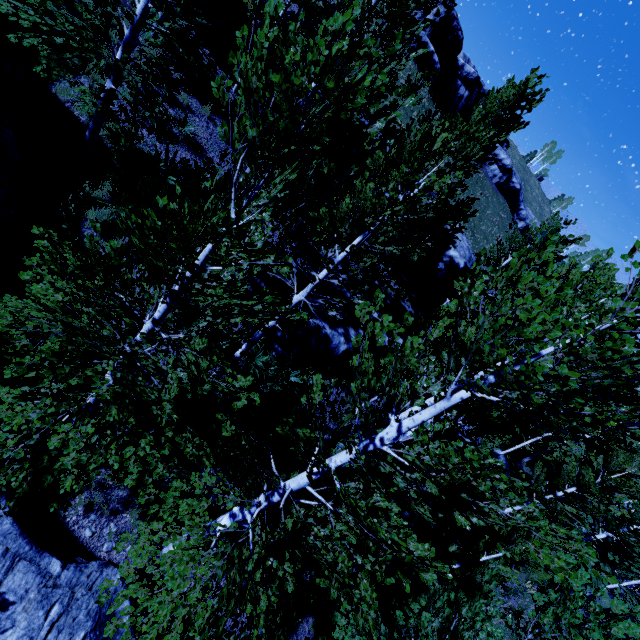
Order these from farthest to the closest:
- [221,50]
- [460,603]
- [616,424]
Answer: [616,424] < [221,50] < [460,603]

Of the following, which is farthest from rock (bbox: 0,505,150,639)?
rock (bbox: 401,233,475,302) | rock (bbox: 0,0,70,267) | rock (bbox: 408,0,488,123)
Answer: rock (bbox: 408,0,488,123)

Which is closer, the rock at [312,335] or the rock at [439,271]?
the rock at [312,335]

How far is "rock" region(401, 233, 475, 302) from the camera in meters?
20.6

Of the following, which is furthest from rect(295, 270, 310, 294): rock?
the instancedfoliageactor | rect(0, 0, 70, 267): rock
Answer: rect(0, 0, 70, 267): rock

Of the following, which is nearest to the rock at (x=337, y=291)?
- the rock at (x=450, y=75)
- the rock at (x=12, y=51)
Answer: the rock at (x=12, y=51)

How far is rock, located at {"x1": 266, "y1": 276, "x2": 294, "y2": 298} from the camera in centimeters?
1176cm

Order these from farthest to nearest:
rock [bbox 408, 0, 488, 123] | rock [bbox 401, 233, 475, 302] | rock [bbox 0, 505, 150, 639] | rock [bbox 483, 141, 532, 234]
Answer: rock [bbox 483, 141, 532, 234], rock [bbox 408, 0, 488, 123], rock [bbox 401, 233, 475, 302], rock [bbox 0, 505, 150, 639]
